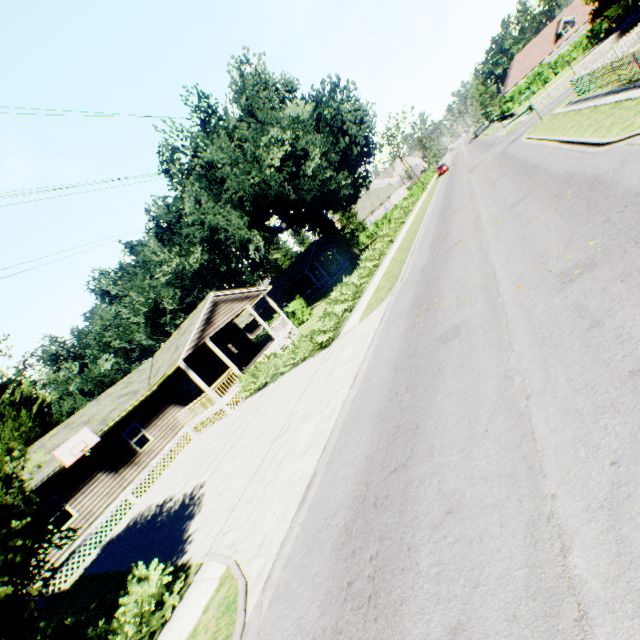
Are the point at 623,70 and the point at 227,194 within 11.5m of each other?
no

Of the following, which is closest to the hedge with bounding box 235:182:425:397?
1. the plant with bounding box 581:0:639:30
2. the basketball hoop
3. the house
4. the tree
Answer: the tree

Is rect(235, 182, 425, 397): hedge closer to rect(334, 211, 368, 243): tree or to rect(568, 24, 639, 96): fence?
rect(334, 211, 368, 243): tree

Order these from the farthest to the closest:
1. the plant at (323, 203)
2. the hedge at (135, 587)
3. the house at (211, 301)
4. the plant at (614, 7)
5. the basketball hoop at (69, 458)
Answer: the plant at (614, 7), the plant at (323, 203), the house at (211, 301), the basketball hoop at (69, 458), the hedge at (135, 587)

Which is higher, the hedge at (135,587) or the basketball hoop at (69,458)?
the basketball hoop at (69,458)

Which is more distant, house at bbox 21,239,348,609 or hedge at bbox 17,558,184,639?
house at bbox 21,239,348,609

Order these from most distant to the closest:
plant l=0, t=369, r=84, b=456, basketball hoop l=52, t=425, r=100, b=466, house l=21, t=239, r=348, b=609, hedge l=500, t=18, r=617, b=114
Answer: hedge l=500, t=18, r=617, b=114, plant l=0, t=369, r=84, b=456, house l=21, t=239, r=348, b=609, basketball hoop l=52, t=425, r=100, b=466

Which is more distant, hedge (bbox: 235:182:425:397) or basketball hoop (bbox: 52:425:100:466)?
hedge (bbox: 235:182:425:397)
